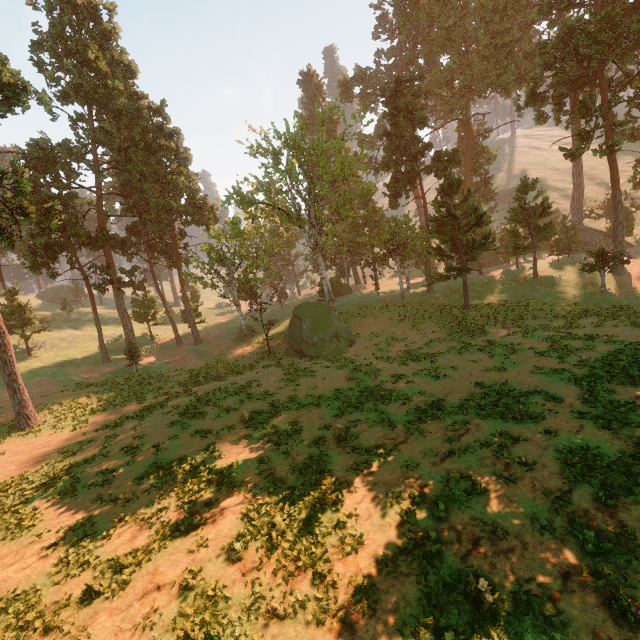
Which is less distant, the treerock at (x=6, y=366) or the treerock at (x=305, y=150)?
the treerock at (x=6, y=366)

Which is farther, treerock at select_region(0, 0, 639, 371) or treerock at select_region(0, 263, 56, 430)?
treerock at select_region(0, 0, 639, 371)

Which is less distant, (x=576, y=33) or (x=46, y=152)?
(x=576, y=33)
